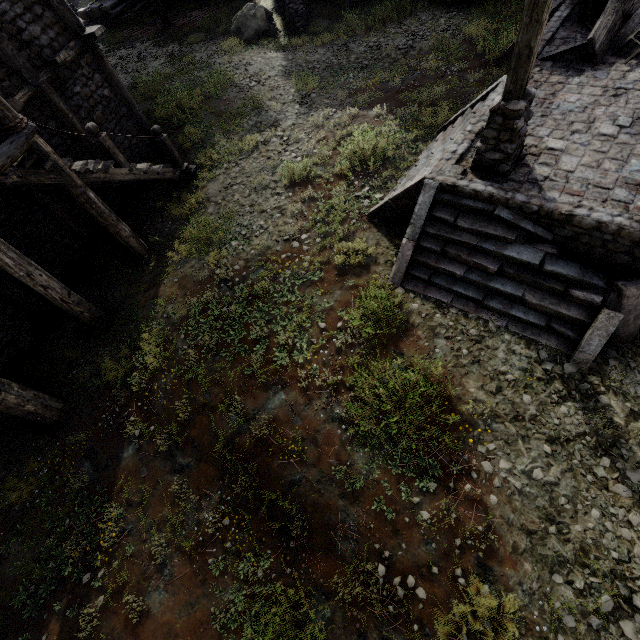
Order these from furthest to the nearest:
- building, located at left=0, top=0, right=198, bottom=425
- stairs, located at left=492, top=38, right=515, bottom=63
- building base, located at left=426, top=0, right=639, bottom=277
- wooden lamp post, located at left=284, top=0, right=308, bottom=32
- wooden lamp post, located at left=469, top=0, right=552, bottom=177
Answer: wooden lamp post, located at left=284, top=0, right=308, bottom=32
stairs, located at left=492, top=38, right=515, bottom=63
building, located at left=0, top=0, right=198, bottom=425
building base, located at left=426, top=0, right=639, bottom=277
wooden lamp post, located at left=469, top=0, right=552, bottom=177

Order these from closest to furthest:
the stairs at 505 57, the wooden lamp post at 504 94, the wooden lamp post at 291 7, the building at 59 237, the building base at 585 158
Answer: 1. the wooden lamp post at 504 94
2. the building base at 585 158
3. the building at 59 237
4. the stairs at 505 57
5. the wooden lamp post at 291 7

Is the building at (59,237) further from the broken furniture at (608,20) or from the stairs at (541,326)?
the broken furniture at (608,20)

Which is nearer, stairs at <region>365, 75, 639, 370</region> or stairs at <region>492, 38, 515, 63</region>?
stairs at <region>365, 75, 639, 370</region>

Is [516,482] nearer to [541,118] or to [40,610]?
[541,118]

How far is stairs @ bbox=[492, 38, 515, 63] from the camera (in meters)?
10.40

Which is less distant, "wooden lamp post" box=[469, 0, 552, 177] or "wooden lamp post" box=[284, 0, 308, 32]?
"wooden lamp post" box=[469, 0, 552, 177]

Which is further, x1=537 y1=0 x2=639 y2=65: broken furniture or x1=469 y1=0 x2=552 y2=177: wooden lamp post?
x1=537 y1=0 x2=639 y2=65: broken furniture
